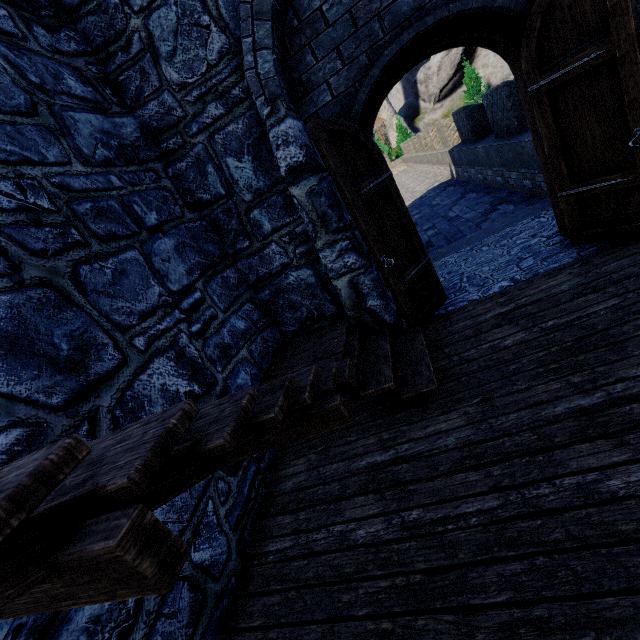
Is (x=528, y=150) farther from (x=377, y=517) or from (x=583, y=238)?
(x=377, y=517)
